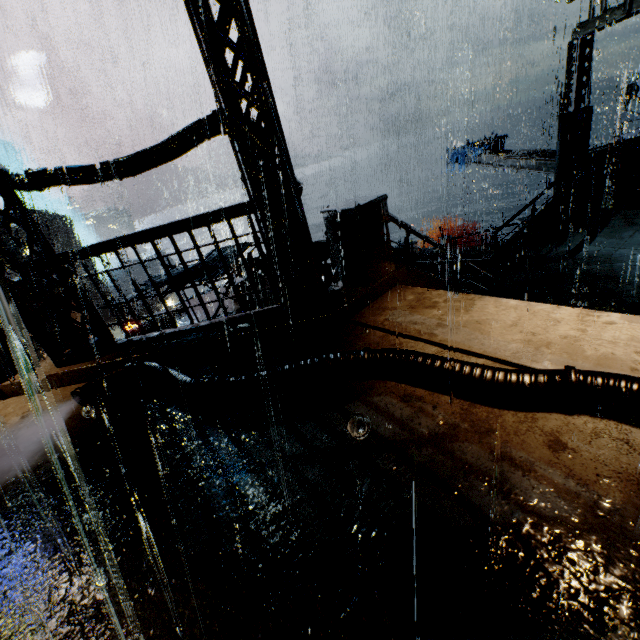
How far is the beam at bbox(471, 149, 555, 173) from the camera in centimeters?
1639cm

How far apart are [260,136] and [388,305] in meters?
3.4 m

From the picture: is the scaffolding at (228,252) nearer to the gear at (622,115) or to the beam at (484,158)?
the beam at (484,158)

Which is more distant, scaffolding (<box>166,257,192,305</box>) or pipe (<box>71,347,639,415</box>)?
scaffolding (<box>166,257,192,305</box>)

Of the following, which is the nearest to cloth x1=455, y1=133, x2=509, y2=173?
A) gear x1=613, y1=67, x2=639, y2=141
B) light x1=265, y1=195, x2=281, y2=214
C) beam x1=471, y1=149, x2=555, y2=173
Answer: beam x1=471, y1=149, x2=555, y2=173

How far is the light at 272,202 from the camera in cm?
522

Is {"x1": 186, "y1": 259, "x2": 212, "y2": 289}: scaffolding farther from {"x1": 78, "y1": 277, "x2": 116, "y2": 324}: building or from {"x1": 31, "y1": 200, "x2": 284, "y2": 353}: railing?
{"x1": 31, "y1": 200, "x2": 284, "y2": 353}: railing

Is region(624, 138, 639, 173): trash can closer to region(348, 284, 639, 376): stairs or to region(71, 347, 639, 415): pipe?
region(348, 284, 639, 376): stairs
